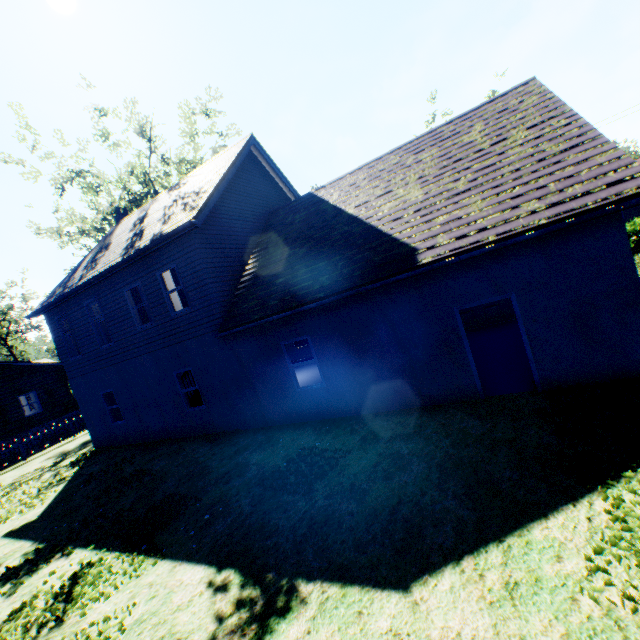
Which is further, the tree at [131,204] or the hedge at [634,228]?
the tree at [131,204]

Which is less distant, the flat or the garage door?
the garage door

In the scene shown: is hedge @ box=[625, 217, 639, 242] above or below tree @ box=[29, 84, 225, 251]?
below

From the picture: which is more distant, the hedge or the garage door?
the hedge

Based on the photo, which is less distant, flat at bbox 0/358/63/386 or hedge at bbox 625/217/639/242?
hedge at bbox 625/217/639/242

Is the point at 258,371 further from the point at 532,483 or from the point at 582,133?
the point at 582,133

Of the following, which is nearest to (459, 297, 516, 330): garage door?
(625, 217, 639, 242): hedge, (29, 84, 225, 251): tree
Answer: (625, 217, 639, 242): hedge

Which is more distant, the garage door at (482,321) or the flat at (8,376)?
the flat at (8,376)
